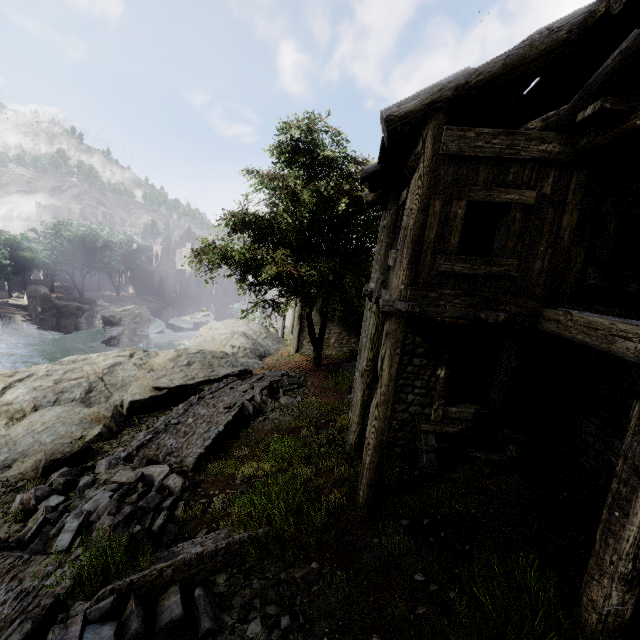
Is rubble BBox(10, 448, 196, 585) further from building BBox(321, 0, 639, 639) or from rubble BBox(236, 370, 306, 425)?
building BBox(321, 0, 639, 639)

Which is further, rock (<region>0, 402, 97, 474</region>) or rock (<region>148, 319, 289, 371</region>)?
rock (<region>148, 319, 289, 371</region>)

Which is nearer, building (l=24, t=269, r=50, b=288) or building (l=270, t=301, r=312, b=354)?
building (l=270, t=301, r=312, b=354)

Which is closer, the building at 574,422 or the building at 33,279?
the building at 574,422

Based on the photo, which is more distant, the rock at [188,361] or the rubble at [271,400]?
the rock at [188,361]

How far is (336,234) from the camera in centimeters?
1571cm

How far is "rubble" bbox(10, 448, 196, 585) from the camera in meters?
5.5 m

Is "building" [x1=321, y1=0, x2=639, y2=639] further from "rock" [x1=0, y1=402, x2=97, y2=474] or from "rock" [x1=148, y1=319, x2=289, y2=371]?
"rock" [x1=0, y1=402, x2=97, y2=474]
